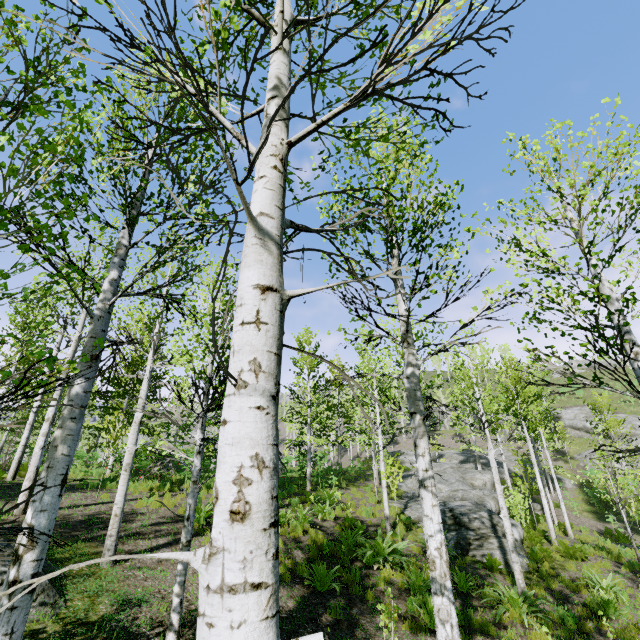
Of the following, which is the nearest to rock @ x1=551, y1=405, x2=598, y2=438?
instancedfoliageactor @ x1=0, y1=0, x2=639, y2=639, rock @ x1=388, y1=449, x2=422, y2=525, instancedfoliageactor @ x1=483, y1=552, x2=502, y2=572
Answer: instancedfoliageactor @ x1=0, y1=0, x2=639, y2=639

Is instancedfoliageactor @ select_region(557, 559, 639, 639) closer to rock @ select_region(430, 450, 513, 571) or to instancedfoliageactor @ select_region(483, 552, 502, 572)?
rock @ select_region(430, 450, 513, 571)

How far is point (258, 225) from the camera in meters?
1.5

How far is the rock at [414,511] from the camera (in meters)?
16.28

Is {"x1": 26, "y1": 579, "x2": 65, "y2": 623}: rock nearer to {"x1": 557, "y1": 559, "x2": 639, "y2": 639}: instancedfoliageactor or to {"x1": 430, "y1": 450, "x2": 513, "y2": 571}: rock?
{"x1": 557, "y1": 559, "x2": 639, "y2": 639}: instancedfoliageactor

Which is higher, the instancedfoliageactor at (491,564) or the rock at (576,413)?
the rock at (576,413)

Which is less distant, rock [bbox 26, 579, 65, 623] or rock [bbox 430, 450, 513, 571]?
rock [bbox 26, 579, 65, 623]

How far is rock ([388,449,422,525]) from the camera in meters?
16.3 m
